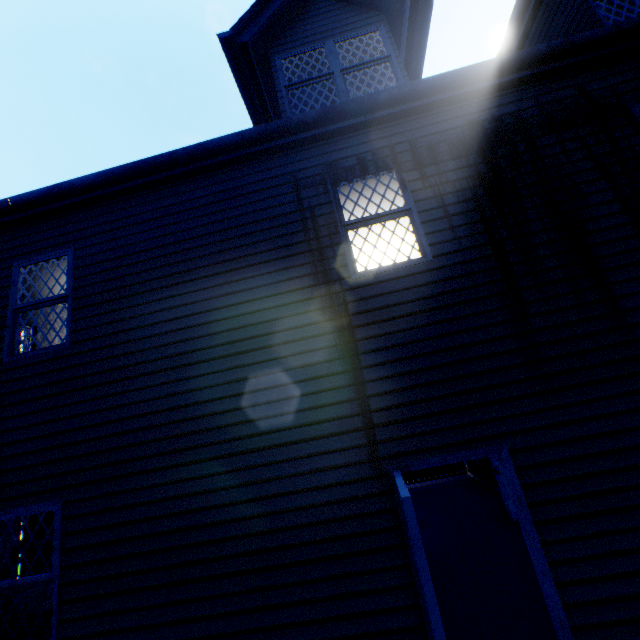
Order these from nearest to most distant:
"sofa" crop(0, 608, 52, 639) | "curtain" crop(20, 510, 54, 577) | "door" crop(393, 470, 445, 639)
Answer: "door" crop(393, 470, 445, 639)
"sofa" crop(0, 608, 52, 639)
"curtain" crop(20, 510, 54, 577)

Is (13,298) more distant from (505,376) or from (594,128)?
(594,128)

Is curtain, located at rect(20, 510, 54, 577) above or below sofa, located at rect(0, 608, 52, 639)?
above

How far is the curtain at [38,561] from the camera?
5.8 meters

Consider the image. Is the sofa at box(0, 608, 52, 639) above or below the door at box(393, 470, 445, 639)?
below

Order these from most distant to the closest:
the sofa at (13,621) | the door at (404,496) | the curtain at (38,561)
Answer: the curtain at (38,561) → the sofa at (13,621) → the door at (404,496)

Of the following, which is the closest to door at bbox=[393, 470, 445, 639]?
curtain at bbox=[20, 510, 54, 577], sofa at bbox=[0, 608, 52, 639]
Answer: sofa at bbox=[0, 608, 52, 639]
